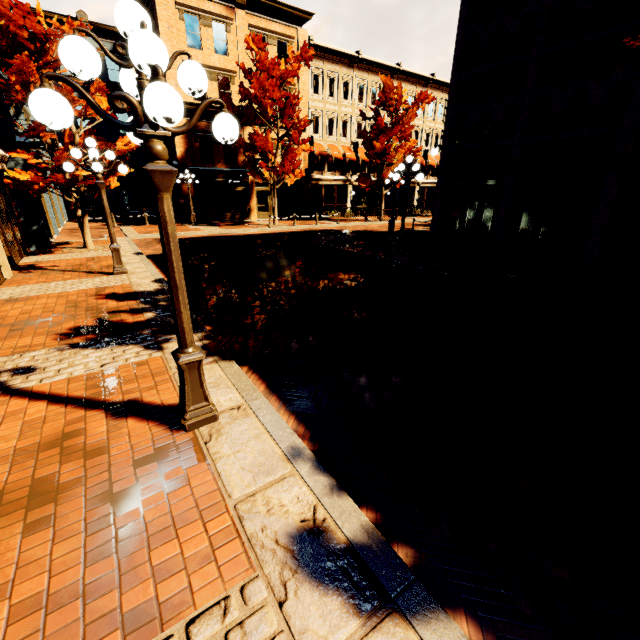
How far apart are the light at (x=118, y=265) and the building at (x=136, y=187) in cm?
2706

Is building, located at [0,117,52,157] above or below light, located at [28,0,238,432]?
above

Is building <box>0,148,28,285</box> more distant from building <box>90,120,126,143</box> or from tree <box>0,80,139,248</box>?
building <box>90,120,126,143</box>

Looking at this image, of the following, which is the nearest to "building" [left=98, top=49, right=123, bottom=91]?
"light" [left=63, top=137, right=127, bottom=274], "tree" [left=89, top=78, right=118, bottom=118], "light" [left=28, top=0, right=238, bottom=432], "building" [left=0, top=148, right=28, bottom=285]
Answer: "tree" [left=89, top=78, right=118, bottom=118]

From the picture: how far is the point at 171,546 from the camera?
2.4m

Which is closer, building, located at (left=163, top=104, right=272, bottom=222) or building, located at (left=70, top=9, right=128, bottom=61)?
building, located at (left=163, top=104, right=272, bottom=222)

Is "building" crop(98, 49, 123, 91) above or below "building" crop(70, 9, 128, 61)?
below

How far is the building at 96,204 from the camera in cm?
2986
